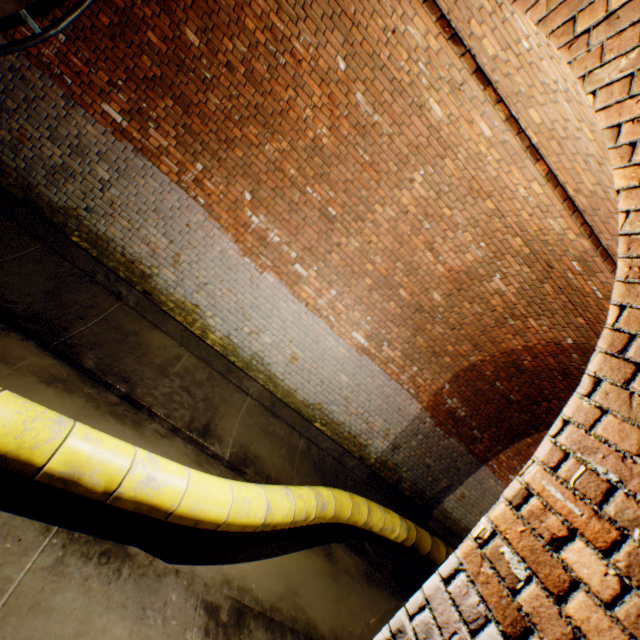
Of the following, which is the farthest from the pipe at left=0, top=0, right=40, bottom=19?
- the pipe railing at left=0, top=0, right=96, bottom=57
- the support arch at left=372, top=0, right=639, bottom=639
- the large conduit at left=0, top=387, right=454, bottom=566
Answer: the support arch at left=372, top=0, right=639, bottom=639

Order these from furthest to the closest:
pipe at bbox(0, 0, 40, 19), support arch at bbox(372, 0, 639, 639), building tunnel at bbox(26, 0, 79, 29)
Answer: building tunnel at bbox(26, 0, 79, 29) → pipe at bbox(0, 0, 40, 19) → support arch at bbox(372, 0, 639, 639)

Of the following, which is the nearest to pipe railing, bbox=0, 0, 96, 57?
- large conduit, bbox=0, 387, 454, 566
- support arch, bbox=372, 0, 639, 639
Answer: large conduit, bbox=0, 387, 454, 566

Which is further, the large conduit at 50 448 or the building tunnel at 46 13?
the building tunnel at 46 13

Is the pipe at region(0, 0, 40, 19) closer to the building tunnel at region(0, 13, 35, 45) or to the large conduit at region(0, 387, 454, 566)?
the building tunnel at region(0, 13, 35, 45)

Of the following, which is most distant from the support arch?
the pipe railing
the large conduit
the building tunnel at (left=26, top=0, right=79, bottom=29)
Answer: the pipe railing

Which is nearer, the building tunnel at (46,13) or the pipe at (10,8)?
the pipe at (10,8)

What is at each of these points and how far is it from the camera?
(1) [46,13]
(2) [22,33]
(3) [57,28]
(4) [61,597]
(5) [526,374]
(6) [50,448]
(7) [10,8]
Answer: (1) building tunnel, 4.09m
(2) building tunnel, 4.13m
(3) pipe railing, 3.87m
(4) building tunnel, 1.99m
(5) building tunnel, 5.88m
(6) large conduit, 2.15m
(7) pipe, 3.47m
